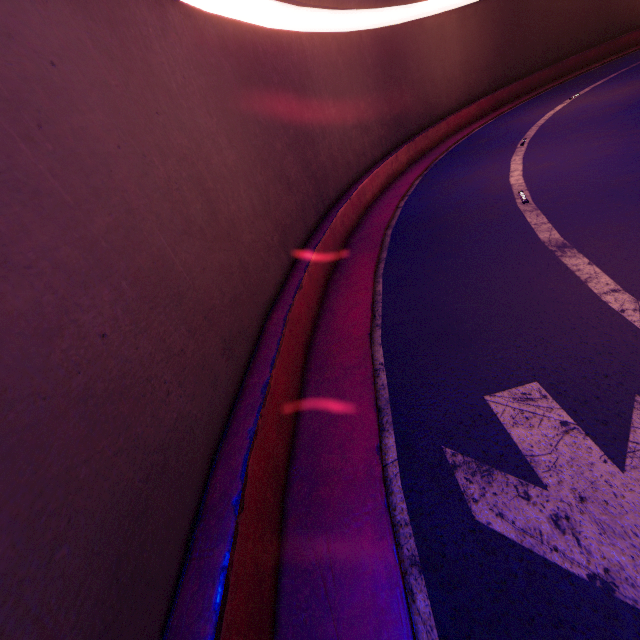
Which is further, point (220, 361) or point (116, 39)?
point (220, 361)
